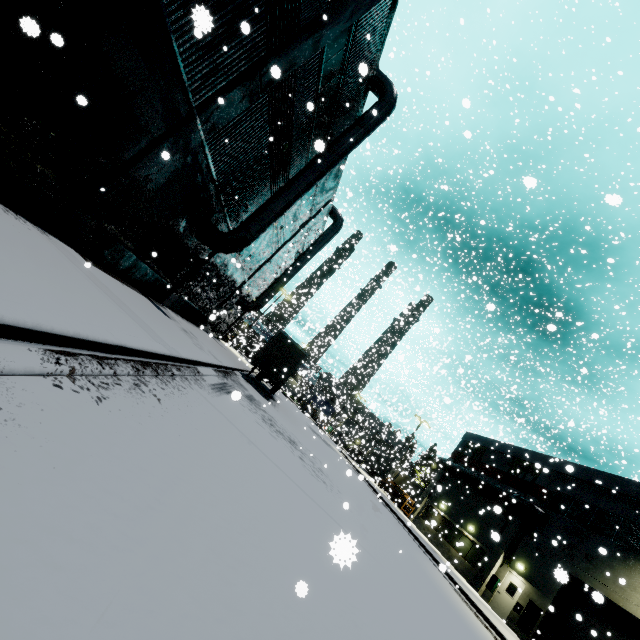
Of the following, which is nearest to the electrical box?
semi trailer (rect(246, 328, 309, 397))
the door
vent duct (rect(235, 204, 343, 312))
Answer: the door

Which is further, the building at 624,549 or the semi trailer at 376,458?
the semi trailer at 376,458

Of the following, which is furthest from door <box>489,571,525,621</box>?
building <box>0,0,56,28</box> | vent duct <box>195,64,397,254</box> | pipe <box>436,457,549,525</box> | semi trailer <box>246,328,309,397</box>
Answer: vent duct <box>195,64,397,254</box>

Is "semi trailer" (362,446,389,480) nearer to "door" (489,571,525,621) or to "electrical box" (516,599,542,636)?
"electrical box" (516,599,542,636)

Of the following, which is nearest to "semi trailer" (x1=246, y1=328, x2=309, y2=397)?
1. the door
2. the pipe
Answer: the pipe

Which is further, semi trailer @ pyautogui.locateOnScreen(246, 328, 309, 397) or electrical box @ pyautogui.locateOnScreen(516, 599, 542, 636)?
semi trailer @ pyautogui.locateOnScreen(246, 328, 309, 397)

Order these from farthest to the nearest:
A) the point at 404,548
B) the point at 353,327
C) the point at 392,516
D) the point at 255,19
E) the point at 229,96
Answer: the point at 353,327 → the point at 392,516 → the point at 404,548 → the point at 229,96 → the point at 255,19
